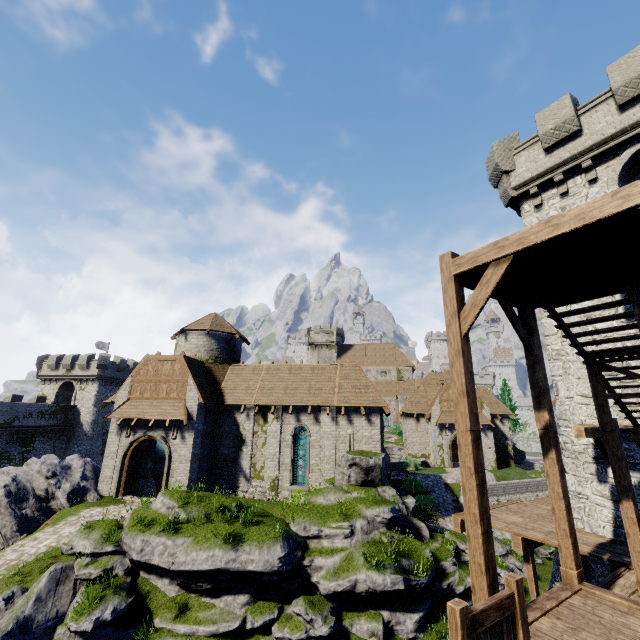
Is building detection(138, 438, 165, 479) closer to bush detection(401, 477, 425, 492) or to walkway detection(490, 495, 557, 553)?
bush detection(401, 477, 425, 492)

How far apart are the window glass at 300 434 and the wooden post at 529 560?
13.7m

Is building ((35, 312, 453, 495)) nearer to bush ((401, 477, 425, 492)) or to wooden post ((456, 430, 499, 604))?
bush ((401, 477, 425, 492))

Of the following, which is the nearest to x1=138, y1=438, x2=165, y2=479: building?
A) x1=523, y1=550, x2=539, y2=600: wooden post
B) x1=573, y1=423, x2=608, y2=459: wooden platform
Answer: x1=523, y1=550, x2=539, y2=600: wooden post

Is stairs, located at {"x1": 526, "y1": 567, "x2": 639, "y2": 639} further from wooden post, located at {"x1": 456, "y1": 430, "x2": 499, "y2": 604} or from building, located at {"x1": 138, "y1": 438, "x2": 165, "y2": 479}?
building, located at {"x1": 138, "y1": 438, "x2": 165, "y2": 479}

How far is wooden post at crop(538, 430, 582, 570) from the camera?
6.2 meters

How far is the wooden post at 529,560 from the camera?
10.2m

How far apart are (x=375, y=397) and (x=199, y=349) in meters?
14.6
